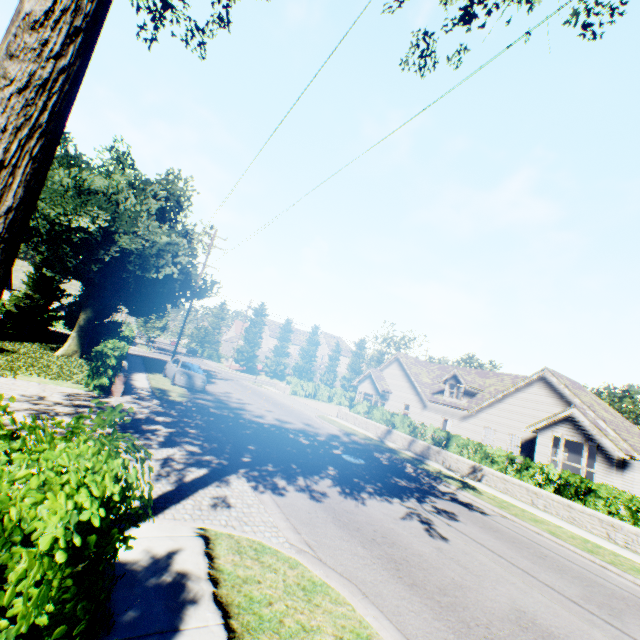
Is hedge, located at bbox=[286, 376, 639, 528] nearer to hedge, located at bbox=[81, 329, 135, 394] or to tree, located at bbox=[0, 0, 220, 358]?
tree, located at bbox=[0, 0, 220, 358]

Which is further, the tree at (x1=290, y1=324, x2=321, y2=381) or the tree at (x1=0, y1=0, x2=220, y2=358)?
the tree at (x1=290, y1=324, x2=321, y2=381)

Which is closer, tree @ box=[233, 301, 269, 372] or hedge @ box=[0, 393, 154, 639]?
hedge @ box=[0, 393, 154, 639]

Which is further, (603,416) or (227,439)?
(603,416)

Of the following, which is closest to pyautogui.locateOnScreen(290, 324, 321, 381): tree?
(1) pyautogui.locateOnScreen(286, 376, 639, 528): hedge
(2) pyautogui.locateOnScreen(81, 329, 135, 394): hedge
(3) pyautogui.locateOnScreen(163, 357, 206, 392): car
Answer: (2) pyautogui.locateOnScreen(81, 329, 135, 394): hedge

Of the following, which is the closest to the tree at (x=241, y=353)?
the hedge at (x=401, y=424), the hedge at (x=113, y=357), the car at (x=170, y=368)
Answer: the hedge at (x=113, y=357)

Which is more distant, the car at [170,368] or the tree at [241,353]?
the tree at [241,353]

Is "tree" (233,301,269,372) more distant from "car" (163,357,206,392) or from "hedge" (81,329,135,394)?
"car" (163,357,206,392)
